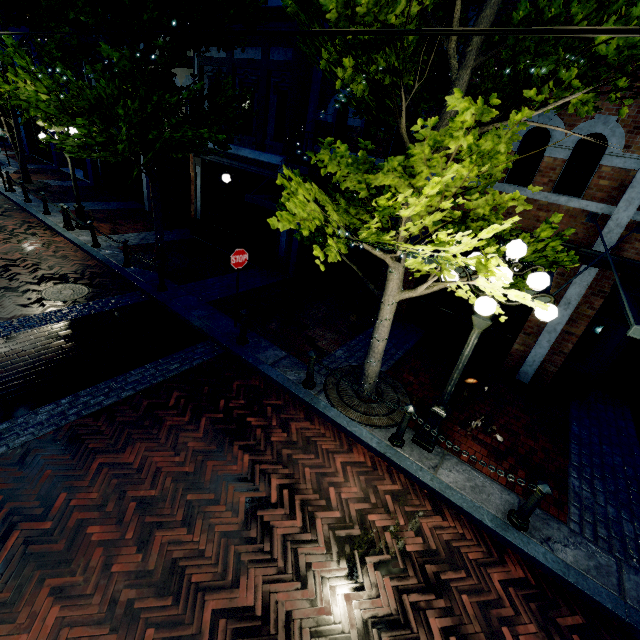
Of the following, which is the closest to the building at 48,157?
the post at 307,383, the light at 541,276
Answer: the light at 541,276

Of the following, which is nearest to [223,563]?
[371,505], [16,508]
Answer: [371,505]

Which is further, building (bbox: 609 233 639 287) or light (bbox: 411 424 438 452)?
building (bbox: 609 233 639 287)

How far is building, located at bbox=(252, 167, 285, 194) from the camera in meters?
10.4 m

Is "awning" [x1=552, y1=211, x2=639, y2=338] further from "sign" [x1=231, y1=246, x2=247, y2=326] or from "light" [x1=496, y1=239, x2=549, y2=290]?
"sign" [x1=231, y1=246, x2=247, y2=326]

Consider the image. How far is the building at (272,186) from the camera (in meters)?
10.45

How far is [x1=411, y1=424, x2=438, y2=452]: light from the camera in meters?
5.5 m

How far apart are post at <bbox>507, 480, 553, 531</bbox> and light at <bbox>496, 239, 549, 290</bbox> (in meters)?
1.24
